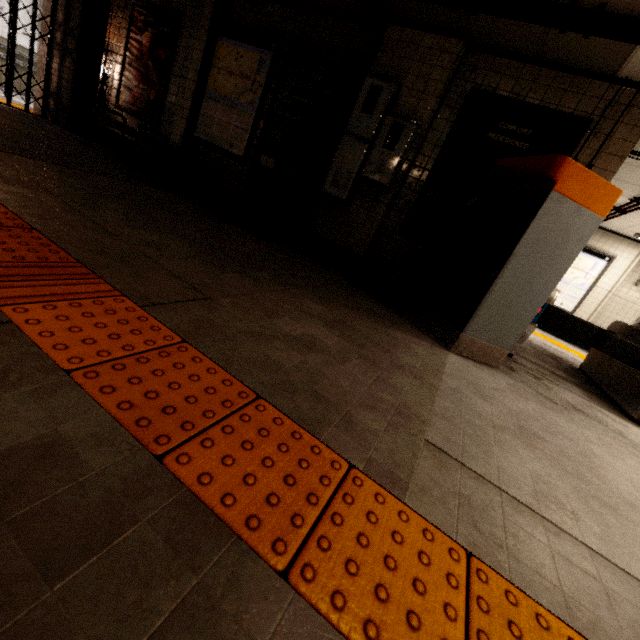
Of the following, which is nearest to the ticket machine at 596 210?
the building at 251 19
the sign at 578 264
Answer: the building at 251 19

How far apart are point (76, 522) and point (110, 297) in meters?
1.1 m

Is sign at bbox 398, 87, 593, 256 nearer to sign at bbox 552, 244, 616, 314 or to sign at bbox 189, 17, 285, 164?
sign at bbox 189, 17, 285, 164

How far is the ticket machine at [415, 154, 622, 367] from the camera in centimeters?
272cm

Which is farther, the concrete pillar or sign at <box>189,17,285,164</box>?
the concrete pillar

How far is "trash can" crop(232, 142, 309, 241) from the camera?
4.1m

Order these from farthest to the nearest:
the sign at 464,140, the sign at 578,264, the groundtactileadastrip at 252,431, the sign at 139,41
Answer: the sign at 578,264 → the sign at 139,41 → the sign at 464,140 → the groundtactileadastrip at 252,431

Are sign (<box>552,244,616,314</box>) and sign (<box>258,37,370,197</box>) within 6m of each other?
no
